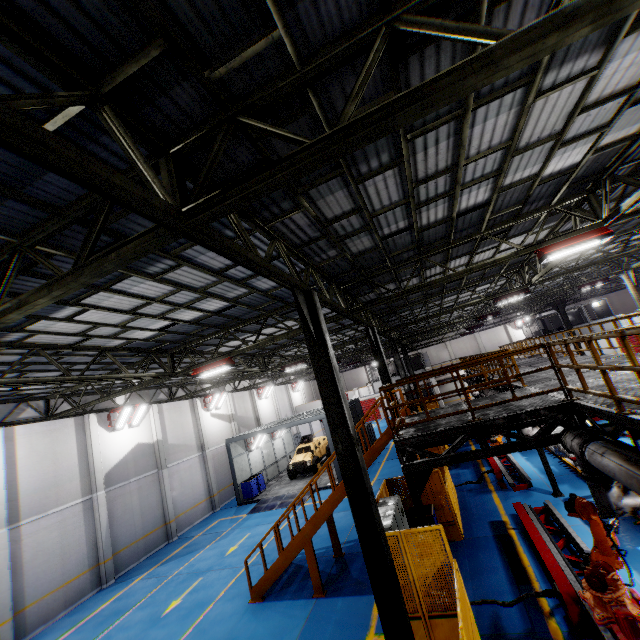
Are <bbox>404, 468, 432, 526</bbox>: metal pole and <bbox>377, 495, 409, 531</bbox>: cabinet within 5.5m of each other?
yes

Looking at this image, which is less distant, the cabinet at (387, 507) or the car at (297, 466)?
the cabinet at (387, 507)

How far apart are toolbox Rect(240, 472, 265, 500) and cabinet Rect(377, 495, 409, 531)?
14.9m

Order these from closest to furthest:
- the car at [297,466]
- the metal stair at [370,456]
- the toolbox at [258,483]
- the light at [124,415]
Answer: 1. the metal stair at [370,456]
2. the light at [124,415]
3. the toolbox at [258,483]
4. the car at [297,466]

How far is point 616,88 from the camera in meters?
5.2 m

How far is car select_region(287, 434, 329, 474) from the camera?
23.7 meters

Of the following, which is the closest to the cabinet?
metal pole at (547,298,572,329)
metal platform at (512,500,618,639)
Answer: metal platform at (512,500,618,639)

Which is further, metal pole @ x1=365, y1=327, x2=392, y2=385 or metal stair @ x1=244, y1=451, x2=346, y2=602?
metal pole @ x1=365, y1=327, x2=392, y2=385
